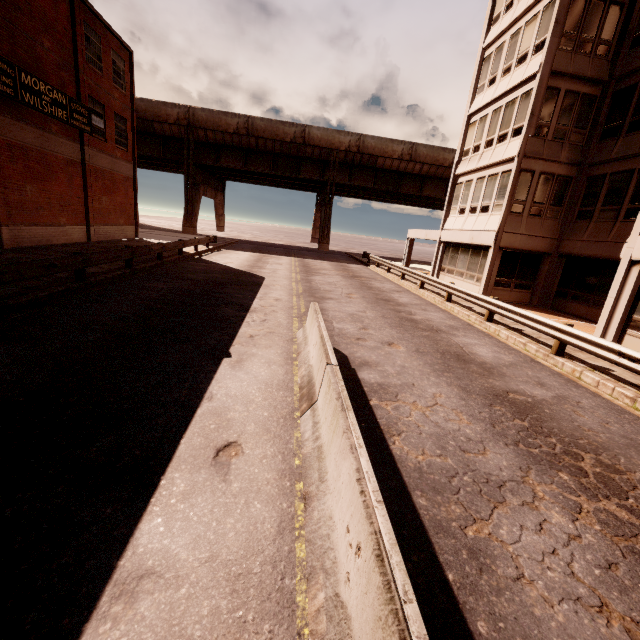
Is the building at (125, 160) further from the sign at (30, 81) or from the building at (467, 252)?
the building at (467, 252)

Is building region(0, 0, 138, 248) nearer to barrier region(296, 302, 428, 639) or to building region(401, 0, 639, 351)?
barrier region(296, 302, 428, 639)

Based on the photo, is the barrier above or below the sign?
below

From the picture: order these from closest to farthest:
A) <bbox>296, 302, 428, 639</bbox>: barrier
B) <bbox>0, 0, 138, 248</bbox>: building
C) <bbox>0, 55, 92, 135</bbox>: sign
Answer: <bbox>296, 302, 428, 639</bbox>: barrier
<bbox>0, 55, 92, 135</bbox>: sign
<bbox>0, 0, 138, 248</bbox>: building

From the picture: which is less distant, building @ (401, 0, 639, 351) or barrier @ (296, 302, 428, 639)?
barrier @ (296, 302, 428, 639)

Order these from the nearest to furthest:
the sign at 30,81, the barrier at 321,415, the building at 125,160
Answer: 1. the barrier at 321,415
2. the sign at 30,81
3. the building at 125,160

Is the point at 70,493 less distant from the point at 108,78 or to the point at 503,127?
the point at 503,127

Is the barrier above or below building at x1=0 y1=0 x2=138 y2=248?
below
